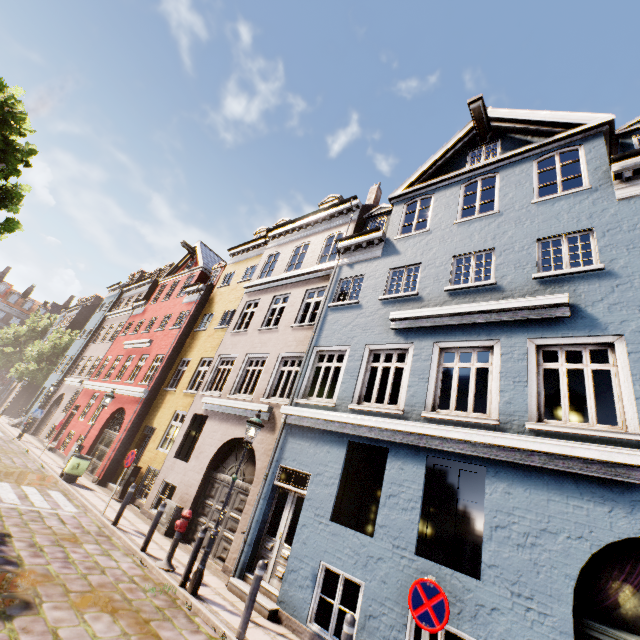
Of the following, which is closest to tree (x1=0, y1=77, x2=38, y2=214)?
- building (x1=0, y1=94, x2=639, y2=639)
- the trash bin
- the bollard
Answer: building (x1=0, y1=94, x2=639, y2=639)

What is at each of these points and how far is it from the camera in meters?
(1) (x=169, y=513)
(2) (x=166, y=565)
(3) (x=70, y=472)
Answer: (1) electrical box, 10.4 m
(2) hydrant, 7.4 m
(3) trash bin, 12.9 m

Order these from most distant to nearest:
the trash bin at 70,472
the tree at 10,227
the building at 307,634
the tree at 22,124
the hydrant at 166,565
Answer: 1. the trash bin at 70,472
2. the tree at 10,227
3. the tree at 22,124
4. the hydrant at 166,565
5. the building at 307,634

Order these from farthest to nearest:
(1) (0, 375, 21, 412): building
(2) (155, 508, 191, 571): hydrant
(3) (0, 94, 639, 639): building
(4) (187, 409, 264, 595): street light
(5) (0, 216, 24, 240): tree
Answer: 1. (1) (0, 375, 21, 412): building
2. (5) (0, 216, 24, 240): tree
3. (2) (155, 508, 191, 571): hydrant
4. (4) (187, 409, 264, 595): street light
5. (3) (0, 94, 639, 639): building

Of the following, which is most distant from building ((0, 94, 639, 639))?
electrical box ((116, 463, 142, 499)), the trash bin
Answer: the trash bin

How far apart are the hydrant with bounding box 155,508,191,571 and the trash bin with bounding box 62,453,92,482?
8.1 meters

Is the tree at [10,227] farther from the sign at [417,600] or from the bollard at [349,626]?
the bollard at [349,626]

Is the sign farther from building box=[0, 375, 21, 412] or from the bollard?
building box=[0, 375, 21, 412]
